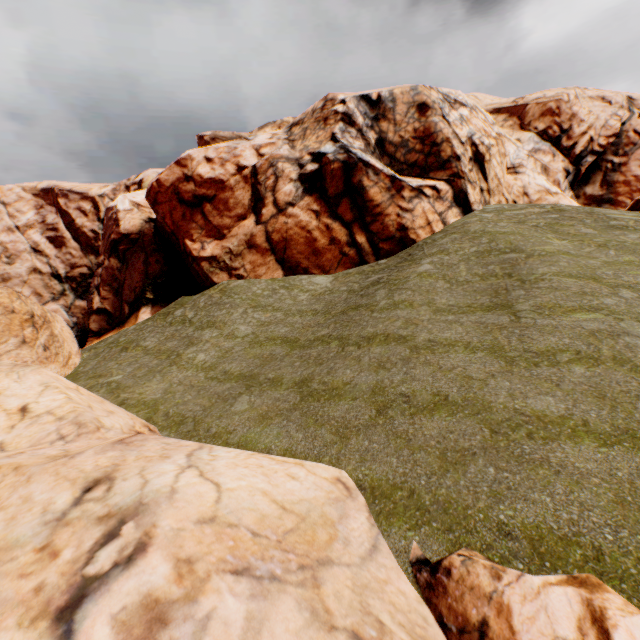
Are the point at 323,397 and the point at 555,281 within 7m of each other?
no
